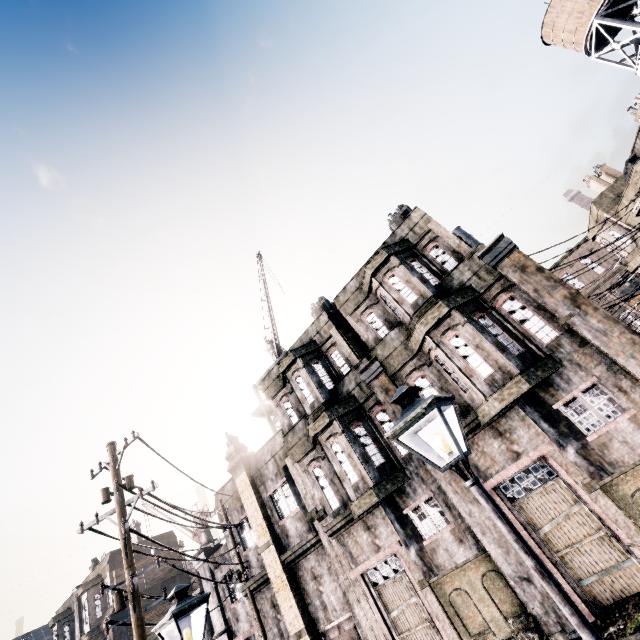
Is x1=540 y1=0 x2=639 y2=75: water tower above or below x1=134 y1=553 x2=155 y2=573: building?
above

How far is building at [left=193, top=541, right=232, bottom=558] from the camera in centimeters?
1945cm

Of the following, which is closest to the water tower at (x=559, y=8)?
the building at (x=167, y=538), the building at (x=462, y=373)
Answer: the building at (x=462, y=373)

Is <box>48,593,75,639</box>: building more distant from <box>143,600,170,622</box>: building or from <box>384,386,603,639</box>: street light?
<box>384,386,603,639</box>: street light

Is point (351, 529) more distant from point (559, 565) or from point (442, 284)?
point (442, 284)

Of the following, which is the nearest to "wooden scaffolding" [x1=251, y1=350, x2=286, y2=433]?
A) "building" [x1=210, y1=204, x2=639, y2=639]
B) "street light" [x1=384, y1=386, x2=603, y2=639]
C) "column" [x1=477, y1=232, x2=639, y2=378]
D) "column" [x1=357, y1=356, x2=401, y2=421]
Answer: "building" [x1=210, y1=204, x2=639, y2=639]

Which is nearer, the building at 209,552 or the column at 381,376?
the column at 381,376

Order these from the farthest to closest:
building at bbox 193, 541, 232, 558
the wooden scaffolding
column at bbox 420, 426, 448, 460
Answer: the wooden scaffolding, building at bbox 193, 541, 232, 558, column at bbox 420, 426, 448, 460
